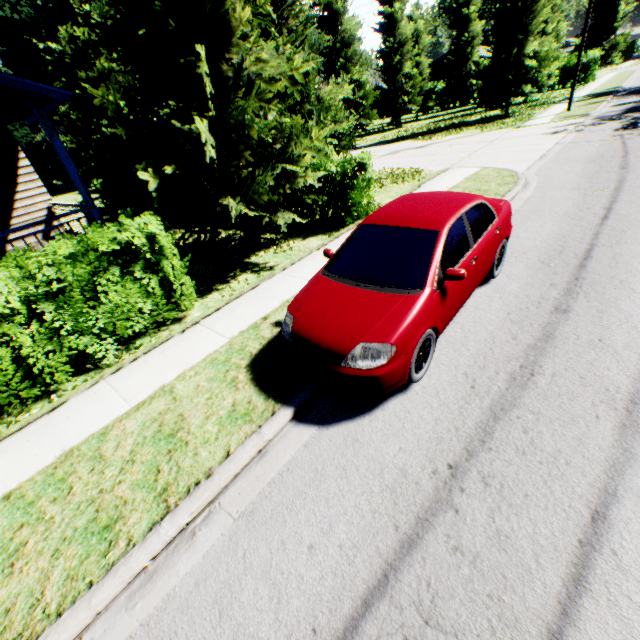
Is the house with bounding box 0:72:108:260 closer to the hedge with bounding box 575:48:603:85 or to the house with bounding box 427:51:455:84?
the hedge with bounding box 575:48:603:85

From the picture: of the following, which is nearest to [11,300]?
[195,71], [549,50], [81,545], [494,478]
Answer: [81,545]

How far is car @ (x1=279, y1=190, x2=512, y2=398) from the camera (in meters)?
3.63

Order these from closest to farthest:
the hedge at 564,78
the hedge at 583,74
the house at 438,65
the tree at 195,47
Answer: the tree at 195,47
the hedge at 583,74
the hedge at 564,78
the house at 438,65

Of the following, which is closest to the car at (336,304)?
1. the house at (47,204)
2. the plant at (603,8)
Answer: the house at (47,204)

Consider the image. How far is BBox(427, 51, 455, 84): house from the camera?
49.03m

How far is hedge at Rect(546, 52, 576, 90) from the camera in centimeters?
3494cm

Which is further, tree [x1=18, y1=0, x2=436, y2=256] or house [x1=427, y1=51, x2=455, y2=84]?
house [x1=427, y1=51, x2=455, y2=84]
